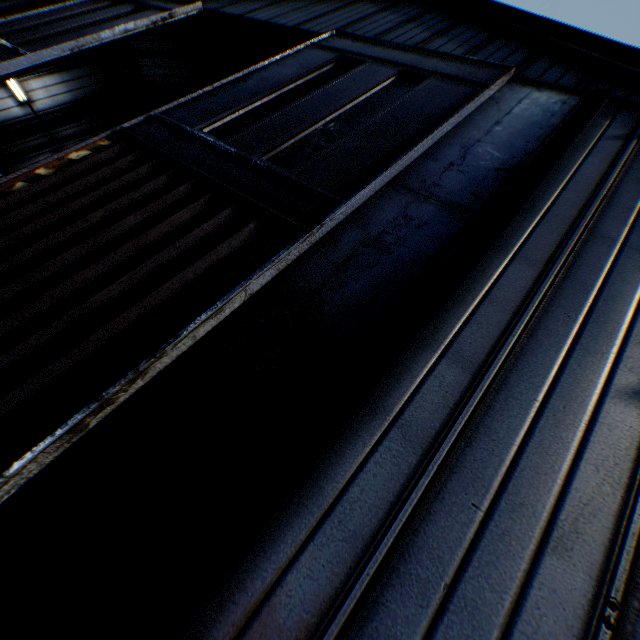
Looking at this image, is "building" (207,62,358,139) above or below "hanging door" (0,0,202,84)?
above

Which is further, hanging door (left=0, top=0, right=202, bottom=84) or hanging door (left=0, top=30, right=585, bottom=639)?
hanging door (left=0, top=0, right=202, bottom=84)

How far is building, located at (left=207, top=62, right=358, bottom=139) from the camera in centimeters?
1490cm

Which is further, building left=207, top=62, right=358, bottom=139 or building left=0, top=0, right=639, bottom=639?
building left=207, top=62, right=358, bottom=139

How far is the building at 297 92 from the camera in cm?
1490

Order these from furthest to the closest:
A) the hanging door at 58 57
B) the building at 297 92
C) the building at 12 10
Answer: the building at 297 92, the building at 12 10, the hanging door at 58 57

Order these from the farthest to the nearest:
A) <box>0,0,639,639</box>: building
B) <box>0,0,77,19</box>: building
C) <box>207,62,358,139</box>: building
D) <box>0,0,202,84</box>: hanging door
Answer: <box>207,62,358,139</box>: building, <box>0,0,77,19</box>: building, <box>0,0,202,84</box>: hanging door, <box>0,0,639,639</box>: building

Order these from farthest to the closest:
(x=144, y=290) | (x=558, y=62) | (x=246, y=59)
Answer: (x=246, y=59) → (x=558, y=62) → (x=144, y=290)
